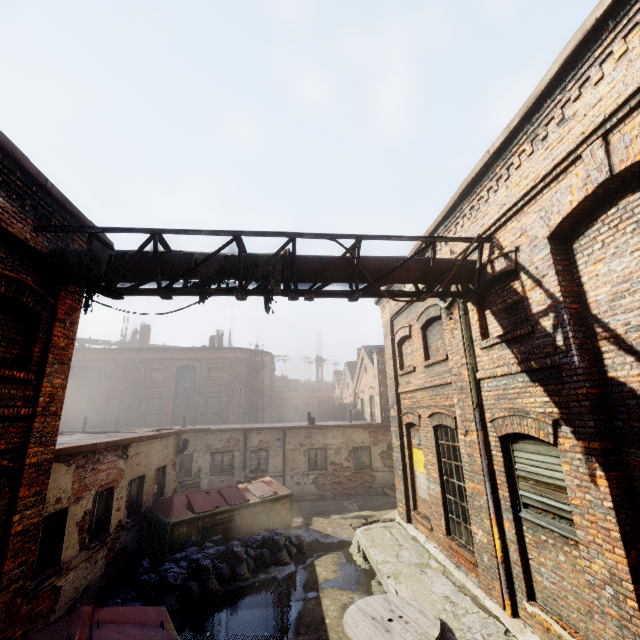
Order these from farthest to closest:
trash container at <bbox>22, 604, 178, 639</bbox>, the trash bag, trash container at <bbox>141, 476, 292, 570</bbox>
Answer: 1. trash container at <bbox>141, 476, 292, 570</bbox>
2. the trash bag
3. trash container at <bbox>22, 604, 178, 639</bbox>

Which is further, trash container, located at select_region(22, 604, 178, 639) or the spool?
the spool

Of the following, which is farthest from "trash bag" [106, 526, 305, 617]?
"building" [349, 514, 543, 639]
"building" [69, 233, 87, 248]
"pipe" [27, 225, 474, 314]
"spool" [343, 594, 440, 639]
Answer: "pipe" [27, 225, 474, 314]

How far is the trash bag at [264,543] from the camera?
7.2 meters

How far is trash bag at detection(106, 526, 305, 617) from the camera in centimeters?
721cm

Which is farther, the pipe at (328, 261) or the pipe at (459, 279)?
the pipe at (459, 279)

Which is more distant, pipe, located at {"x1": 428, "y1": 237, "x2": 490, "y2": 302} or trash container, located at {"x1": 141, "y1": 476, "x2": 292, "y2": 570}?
trash container, located at {"x1": 141, "y1": 476, "x2": 292, "y2": 570}

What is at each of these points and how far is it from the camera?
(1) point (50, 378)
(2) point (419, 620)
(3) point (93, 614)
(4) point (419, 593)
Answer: (1) building, 5.57m
(2) spool, 5.20m
(3) trash container, 4.16m
(4) building, 6.28m
